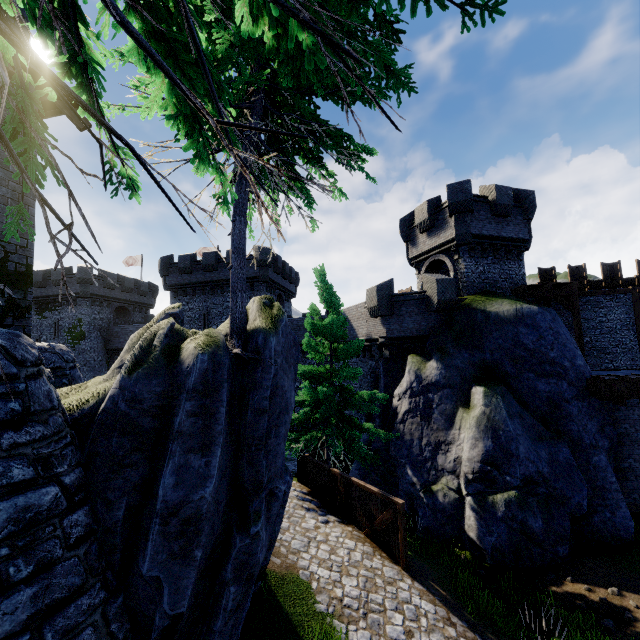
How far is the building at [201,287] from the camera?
30.5 meters

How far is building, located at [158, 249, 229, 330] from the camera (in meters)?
30.47

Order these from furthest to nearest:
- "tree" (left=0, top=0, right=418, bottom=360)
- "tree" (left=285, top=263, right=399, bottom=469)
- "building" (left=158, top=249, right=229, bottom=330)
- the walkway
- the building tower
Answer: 1. "building" (left=158, top=249, right=229, bottom=330)
2. the building tower
3. the walkway
4. "tree" (left=285, top=263, right=399, bottom=469)
5. "tree" (left=0, top=0, right=418, bottom=360)

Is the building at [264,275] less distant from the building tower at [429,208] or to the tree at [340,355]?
the building tower at [429,208]

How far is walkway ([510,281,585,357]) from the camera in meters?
18.1 m

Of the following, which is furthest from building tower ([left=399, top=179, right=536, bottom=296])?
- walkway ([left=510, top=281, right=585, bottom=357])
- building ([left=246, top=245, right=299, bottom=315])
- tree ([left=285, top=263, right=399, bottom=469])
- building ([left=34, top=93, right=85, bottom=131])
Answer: building ([left=34, top=93, right=85, bottom=131])

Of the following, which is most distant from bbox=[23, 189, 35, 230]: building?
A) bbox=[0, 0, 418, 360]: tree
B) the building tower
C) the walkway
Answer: the walkway

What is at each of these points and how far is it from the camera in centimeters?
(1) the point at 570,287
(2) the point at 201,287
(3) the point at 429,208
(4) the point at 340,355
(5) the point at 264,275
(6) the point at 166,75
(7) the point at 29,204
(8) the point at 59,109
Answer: (1) walkway, 1852cm
(2) building, 3095cm
(3) building tower, 2114cm
(4) tree, 1545cm
(5) building, 2980cm
(6) tree, 118cm
(7) building, 697cm
(8) building, 773cm
